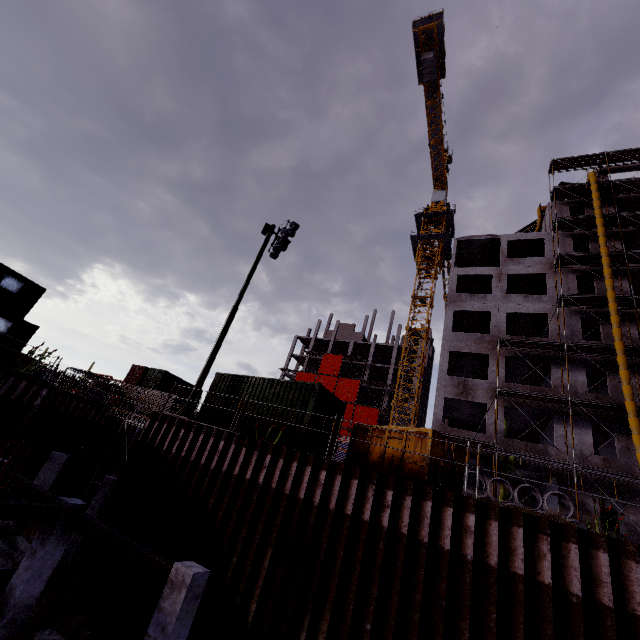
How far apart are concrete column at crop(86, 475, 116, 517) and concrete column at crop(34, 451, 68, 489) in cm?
437

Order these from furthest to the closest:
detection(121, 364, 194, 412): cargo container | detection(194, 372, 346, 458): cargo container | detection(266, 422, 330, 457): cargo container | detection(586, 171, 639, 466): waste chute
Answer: detection(121, 364, 194, 412): cargo container, detection(586, 171, 639, 466): waste chute, detection(194, 372, 346, 458): cargo container, detection(266, 422, 330, 457): cargo container

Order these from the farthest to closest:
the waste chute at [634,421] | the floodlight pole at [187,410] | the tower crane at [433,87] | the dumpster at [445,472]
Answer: the tower crane at [433,87] < the waste chute at [634,421] < the floodlight pole at [187,410] < the dumpster at [445,472]

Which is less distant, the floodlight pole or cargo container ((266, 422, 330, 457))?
cargo container ((266, 422, 330, 457))

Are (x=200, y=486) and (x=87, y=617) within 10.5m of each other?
yes

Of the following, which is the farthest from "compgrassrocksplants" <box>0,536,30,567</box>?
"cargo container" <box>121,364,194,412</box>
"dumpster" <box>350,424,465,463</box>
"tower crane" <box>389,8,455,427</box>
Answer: "tower crane" <box>389,8,455,427</box>

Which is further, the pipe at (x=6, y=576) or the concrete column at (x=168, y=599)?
the pipe at (x=6, y=576)
